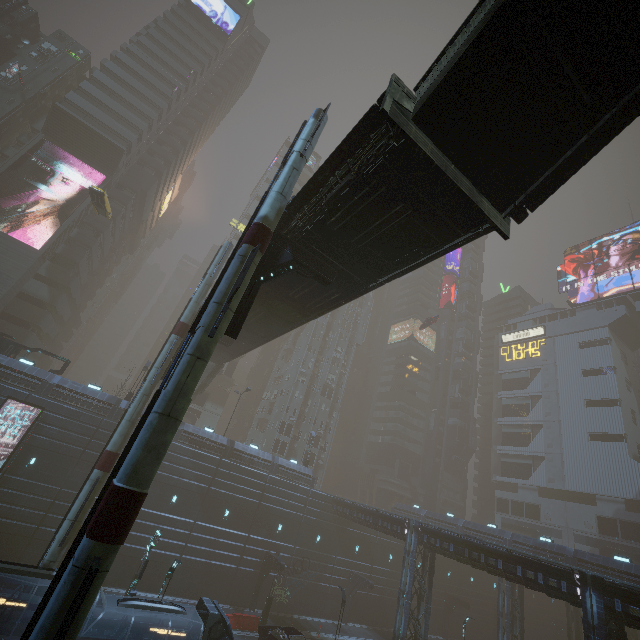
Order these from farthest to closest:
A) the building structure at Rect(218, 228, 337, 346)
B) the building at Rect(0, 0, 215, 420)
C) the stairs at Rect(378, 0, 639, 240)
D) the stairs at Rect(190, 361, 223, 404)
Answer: the building at Rect(0, 0, 215, 420)
the stairs at Rect(190, 361, 223, 404)
the building structure at Rect(218, 228, 337, 346)
the stairs at Rect(378, 0, 639, 240)

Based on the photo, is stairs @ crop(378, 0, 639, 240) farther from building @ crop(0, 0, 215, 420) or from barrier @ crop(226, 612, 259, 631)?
barrier @ crop(226, 612, 259, 631)

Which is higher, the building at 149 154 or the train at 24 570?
the building at 149 154

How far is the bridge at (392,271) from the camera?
9.6 meters

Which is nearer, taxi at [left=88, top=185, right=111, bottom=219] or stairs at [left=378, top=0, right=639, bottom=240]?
stairs at [left=378, top=0, right=639, bottom=240]

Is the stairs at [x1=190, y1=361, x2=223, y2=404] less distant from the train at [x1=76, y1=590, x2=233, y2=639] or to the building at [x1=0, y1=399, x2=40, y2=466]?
the building at [x1=0, y1=399, x2=40, y2=466]

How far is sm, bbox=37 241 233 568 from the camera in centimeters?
1691cm

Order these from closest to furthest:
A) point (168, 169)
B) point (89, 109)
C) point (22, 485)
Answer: point (22, 485) < point (89, 109) < point (168, 169)
